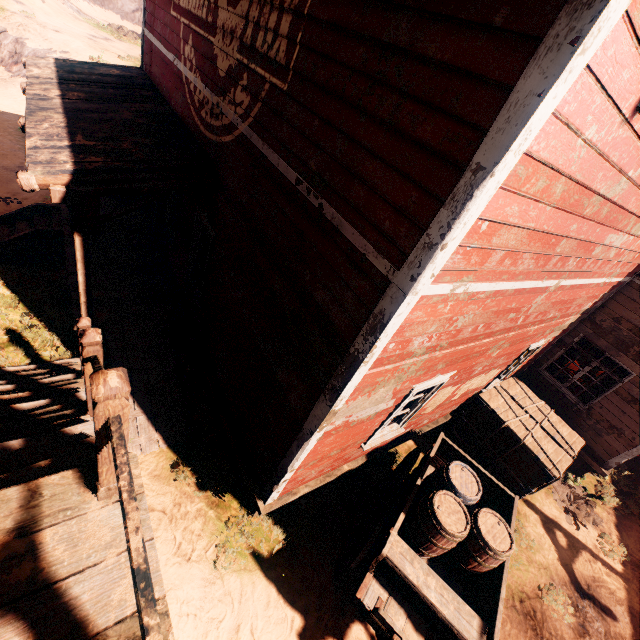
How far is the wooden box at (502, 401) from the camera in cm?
669

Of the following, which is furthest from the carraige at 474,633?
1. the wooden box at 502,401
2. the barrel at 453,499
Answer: the wooden box at 502,401

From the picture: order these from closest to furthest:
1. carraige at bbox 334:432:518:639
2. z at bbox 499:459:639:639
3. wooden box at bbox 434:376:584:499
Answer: carraige at bbox 334:432:518:639, z at bbox 499:459:639:639, wooden box at bbox 434:376:584:499

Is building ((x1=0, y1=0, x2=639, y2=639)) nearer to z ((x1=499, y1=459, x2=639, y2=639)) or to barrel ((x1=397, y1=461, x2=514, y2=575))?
z ((x1=499, y1=459, x2=639, y2=639))

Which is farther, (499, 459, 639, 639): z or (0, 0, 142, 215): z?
(0, 0, 142, 215): z

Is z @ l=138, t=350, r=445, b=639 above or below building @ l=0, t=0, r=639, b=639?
below

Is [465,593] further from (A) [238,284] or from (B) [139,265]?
(B) [139,265]

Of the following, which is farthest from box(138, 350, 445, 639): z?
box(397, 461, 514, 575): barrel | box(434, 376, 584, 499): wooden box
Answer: box(397, 461, 514, 575): barrel
